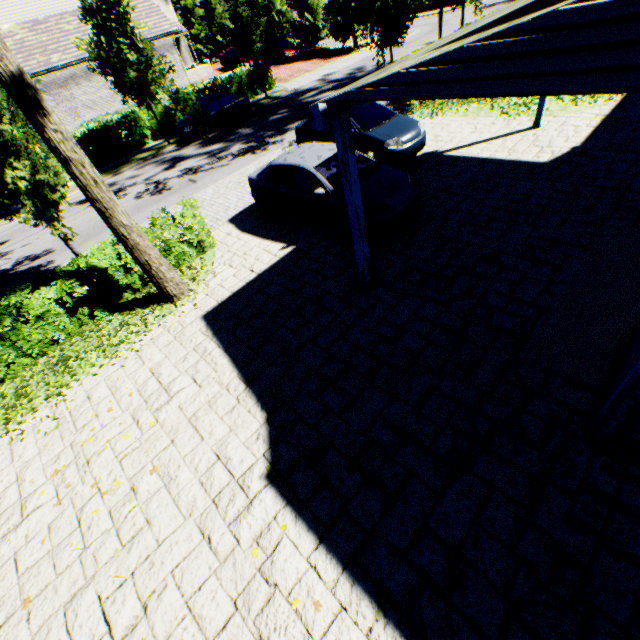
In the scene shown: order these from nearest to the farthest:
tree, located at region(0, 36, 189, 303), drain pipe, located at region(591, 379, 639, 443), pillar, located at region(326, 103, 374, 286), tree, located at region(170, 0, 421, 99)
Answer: drain pipe, located at region(591, 379, 639, 443) < pillar, located at region(326, 103, 374, 286) < tree, located at region(0, 36, 189, 303) < tree, located at region(170, 0, 421, 99)

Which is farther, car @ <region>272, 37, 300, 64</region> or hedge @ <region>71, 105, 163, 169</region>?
car @ <region>272, 37, 300, 64</region>

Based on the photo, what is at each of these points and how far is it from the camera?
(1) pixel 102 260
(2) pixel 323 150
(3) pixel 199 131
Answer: (1) hedge, 7.7m
(2) car, 8.0m
(3) car, 18.8m

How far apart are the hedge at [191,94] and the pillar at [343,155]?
23.27m

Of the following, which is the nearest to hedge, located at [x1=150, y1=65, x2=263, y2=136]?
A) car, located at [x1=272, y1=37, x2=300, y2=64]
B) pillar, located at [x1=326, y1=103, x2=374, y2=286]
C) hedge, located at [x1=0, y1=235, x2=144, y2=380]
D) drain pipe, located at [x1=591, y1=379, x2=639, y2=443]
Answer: car, located at [x1=272, y1=37, x2=300, y2=64]

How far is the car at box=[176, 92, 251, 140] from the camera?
18.6m

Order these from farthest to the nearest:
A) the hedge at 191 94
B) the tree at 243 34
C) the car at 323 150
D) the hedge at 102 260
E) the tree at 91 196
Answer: the hedge at 191 94 < the tree at 243 34 < the car at 323 150 < the hedge at 102 260 < the tree at 91 196

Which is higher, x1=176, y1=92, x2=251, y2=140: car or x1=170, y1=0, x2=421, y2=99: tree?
x1=170, y1=0, x2=421, y2=99: tree
